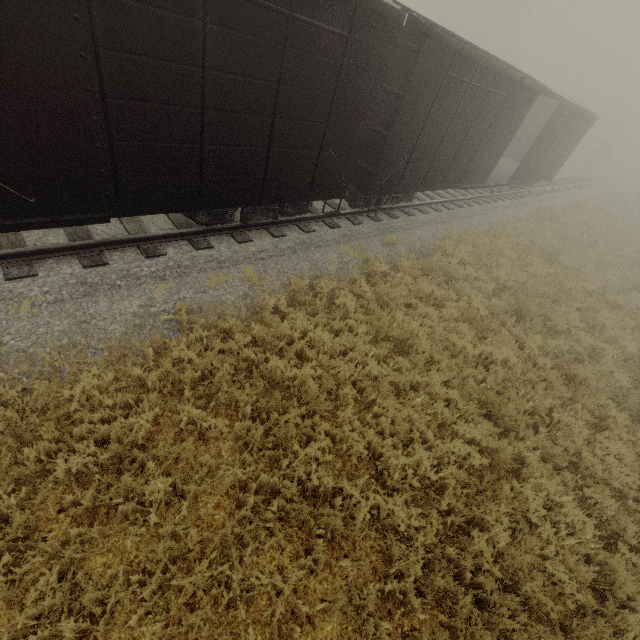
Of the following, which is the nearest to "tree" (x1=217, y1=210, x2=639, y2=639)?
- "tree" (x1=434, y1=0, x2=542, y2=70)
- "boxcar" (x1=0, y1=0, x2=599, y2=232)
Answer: "boxcar" (x1=0, y1=0, x2=599, y2=232)

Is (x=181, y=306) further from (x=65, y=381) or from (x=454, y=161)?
(x=454, y=161)

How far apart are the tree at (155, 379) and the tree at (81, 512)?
1.44m

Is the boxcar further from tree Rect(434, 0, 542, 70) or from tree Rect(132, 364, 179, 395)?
tree Rect(434, 0, 542, 70)

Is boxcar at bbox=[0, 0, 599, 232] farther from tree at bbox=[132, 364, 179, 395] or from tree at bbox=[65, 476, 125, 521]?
tree at bbox=[65, 476, 125, 521]

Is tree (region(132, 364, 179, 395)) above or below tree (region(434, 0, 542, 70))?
below

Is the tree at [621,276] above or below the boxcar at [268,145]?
below

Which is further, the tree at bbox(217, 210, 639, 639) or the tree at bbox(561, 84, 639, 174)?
the tree at bbox(561, 84, 639, 174)
